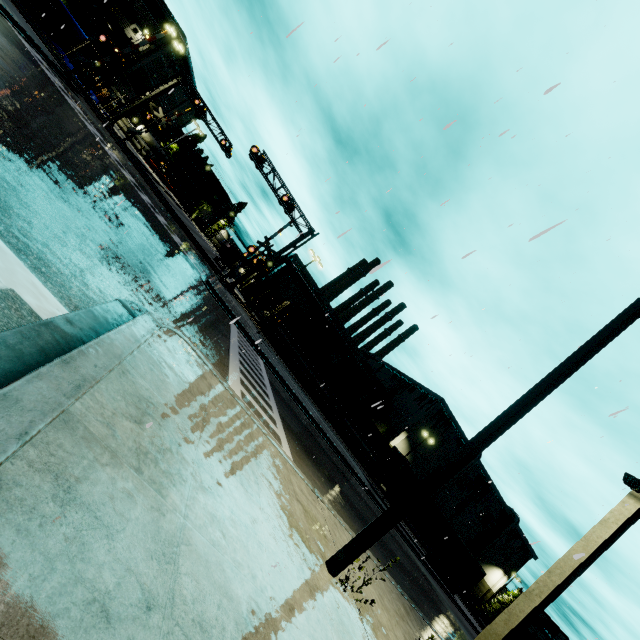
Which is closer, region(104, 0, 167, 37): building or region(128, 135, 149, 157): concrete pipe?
region(104, 0, 167, 37): building

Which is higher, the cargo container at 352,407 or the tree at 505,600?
the tree at 505,600

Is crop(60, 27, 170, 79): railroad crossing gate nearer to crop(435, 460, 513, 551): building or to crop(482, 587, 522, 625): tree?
crop(435, 460, 513, 551): building

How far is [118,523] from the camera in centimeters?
203cm

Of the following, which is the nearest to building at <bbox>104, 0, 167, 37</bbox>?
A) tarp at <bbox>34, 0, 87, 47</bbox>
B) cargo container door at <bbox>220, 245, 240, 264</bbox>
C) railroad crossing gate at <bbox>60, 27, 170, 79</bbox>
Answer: tarp at <bbox>34, 0, 87, 47</bbox>

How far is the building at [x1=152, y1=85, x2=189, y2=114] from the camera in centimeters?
5416cm

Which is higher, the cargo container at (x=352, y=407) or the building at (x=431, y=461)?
the building at (x=431, y=461)

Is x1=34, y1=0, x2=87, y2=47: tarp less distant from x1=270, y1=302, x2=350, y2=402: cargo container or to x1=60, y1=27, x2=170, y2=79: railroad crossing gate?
x1=60, y1=27, x2=170, y2=79: railroad crossing gate
